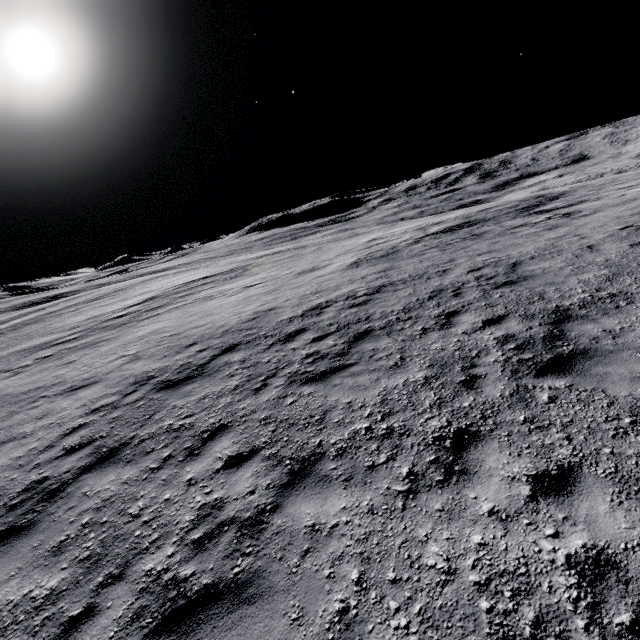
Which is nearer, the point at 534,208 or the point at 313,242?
the point at 534,208
